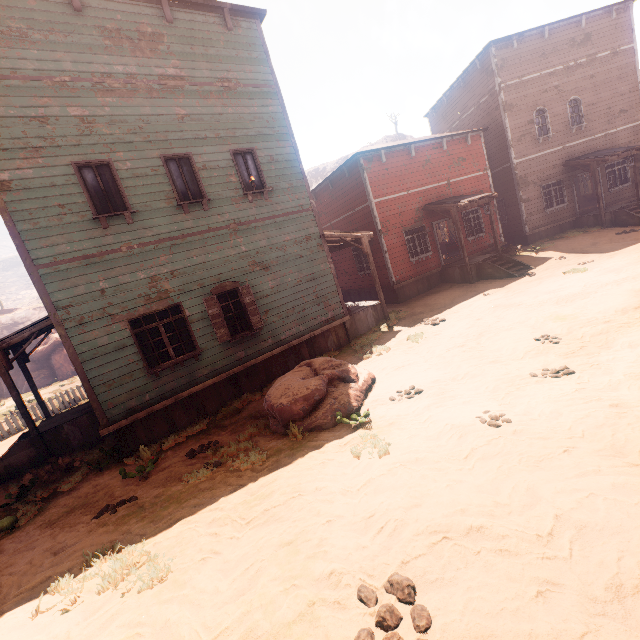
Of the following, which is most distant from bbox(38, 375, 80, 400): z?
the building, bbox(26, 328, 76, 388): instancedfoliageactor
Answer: bbox(26, 328, 76, 388): instancedfoliageactor

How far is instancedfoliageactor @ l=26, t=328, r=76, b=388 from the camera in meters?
28.5 m

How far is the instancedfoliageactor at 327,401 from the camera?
6.40m

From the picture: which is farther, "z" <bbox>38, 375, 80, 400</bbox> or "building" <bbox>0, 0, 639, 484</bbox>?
"z" <bbox>38, 375, 80, 400</bbox>

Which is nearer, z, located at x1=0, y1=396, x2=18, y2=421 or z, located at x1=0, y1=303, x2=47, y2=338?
z, located at x1=0, y1=396, x2=18, y2=421

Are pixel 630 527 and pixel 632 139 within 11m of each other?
no

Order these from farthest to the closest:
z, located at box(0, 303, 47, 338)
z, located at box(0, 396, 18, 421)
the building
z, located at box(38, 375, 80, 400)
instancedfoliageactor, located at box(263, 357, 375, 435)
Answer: z, located at box(0, 303, 47, 338) < z, located at box(38, 375, 80, 400) < z, located at box(0, 396, 18, 421) < the building < instancedfoliageactor, located at box(263, 357, 375, 435)

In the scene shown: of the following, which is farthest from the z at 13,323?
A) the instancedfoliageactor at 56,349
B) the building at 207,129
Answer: the instancedfoliageactor at 56,349
